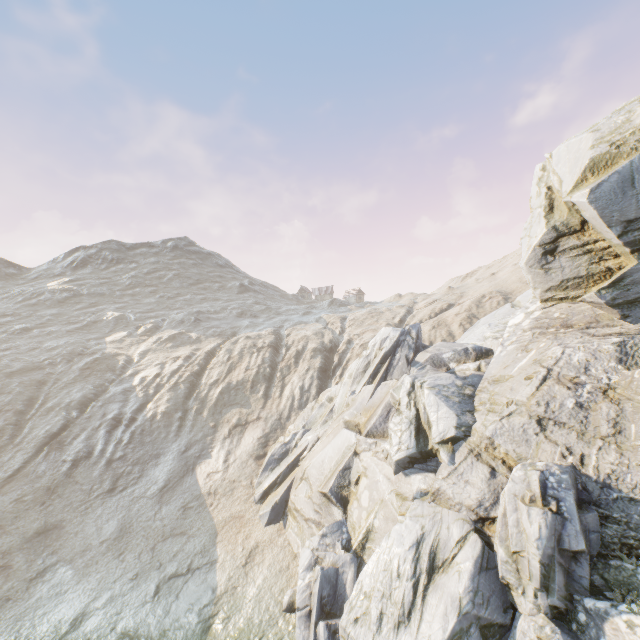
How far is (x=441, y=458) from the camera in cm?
1479
